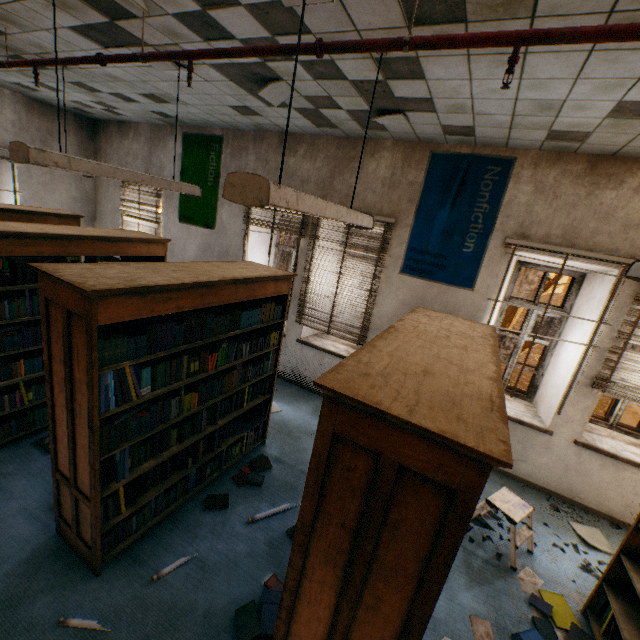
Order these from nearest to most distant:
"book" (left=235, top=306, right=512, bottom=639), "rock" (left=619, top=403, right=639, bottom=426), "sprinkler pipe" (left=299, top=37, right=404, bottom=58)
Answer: "book" (left=235, top=306, right=512, bottom=639) < "sprinkler pipe" (left=299, top=37, right=404, bottom=58) < "rock" (left=619, top=403, right=639, bottom=426)

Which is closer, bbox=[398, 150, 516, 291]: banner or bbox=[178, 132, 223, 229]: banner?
bbox=[398, 150, 516, 291]: banner

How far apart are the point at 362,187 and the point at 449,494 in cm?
426

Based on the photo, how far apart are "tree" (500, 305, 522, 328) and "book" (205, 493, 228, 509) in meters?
8.9

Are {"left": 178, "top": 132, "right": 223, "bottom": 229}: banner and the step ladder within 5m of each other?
no

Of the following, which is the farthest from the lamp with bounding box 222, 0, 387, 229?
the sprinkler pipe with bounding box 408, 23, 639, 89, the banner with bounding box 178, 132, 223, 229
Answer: the banner with bounding box 178, 132, 223, 229

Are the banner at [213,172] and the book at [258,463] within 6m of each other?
yes

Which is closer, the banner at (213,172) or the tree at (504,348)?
the banner at (213,172)
